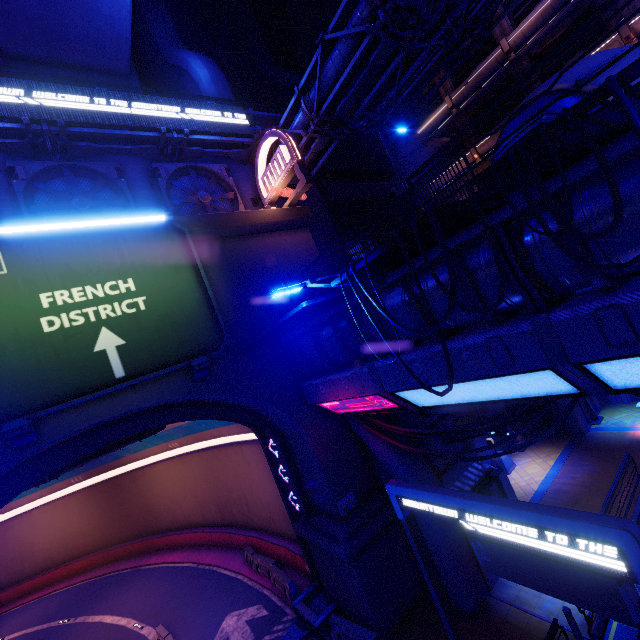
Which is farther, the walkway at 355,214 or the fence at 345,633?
the walkway at 355,214

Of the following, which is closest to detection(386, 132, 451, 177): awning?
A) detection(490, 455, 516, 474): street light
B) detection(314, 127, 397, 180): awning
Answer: detection(314, 127, 397, 180): awning

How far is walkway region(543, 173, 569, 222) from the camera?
5.1 meters

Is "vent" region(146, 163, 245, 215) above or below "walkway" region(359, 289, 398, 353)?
above

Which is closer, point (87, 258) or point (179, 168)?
point (87, 258)

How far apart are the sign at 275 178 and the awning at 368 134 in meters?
4.9

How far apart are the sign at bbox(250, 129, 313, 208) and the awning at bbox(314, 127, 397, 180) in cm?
494

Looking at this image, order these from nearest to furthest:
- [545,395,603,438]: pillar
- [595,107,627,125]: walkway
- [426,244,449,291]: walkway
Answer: [595,107,627,125]: walkway, [426,244,449,291]: walkway, [545,395,603,438]: pillar
